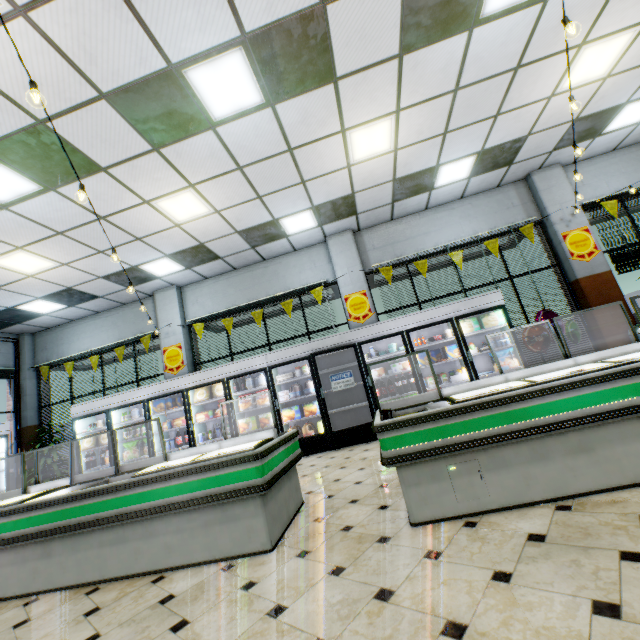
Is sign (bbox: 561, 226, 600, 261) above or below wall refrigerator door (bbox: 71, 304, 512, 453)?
above

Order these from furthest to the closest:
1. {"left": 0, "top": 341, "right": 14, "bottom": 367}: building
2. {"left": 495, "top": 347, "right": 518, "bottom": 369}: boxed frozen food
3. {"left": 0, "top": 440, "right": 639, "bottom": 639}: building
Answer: {"left": 0, "top": 341, "right": 14, "bottom": 367}: building → {"left": 495, "top": 347, "right": 518, "bottom": 369}: boxed frozen food → {"left": 0, "top": 440, "right": 639, "bottom": 639}: building

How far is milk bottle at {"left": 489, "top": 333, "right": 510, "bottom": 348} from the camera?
6.38m

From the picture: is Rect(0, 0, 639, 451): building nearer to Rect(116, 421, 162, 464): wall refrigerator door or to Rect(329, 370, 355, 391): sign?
Rect(116, 421, 162, 464): wall refrigerator door

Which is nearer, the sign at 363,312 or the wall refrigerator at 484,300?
the wall refrigerator at 484,300

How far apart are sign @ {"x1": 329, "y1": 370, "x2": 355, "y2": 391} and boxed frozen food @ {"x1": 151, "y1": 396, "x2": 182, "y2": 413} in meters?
4.1 m

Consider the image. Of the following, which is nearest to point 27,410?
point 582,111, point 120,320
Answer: point 120,320

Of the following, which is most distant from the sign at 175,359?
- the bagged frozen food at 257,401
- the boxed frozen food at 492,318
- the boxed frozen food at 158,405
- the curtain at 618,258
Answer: the curtain at 618,258
